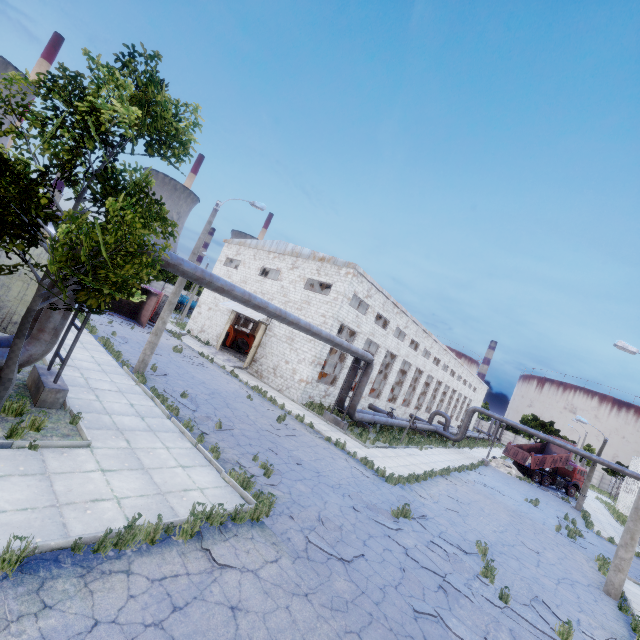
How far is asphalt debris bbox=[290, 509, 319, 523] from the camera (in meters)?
8.55

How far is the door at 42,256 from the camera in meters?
12.4

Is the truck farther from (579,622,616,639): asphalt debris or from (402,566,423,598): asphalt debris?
(402,566,423,598): asphalt debris

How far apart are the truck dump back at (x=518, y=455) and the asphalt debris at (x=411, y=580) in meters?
34.9 m

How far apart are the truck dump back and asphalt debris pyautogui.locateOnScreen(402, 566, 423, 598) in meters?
34.9

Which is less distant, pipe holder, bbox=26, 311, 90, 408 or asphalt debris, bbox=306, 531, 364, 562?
asphalt debris, bbox=306, 531, 364, 562

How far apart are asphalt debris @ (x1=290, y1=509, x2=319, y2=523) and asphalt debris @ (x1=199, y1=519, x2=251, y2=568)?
1.4 meters

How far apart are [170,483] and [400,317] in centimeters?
2766cm
